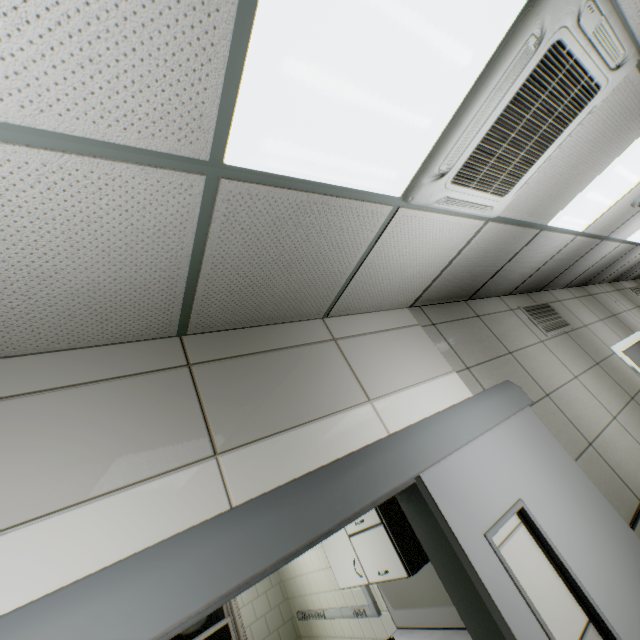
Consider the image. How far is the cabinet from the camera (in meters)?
2.57

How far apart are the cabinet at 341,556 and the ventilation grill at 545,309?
2.49m

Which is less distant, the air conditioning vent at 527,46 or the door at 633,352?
the air conditioning vent at 527,46

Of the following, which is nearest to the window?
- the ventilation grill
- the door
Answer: the ventilation grill

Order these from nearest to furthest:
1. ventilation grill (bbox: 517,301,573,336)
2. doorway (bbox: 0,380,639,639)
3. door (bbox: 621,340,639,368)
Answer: doorway (bbox: 0,380,639,639) → ventilation grill (bbox: 517,301,573,336) → door (bbox: 621,340,639,368)

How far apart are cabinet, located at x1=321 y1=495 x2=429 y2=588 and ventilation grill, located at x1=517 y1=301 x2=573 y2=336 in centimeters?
249cm

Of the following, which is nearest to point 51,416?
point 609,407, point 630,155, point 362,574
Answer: point 362,574

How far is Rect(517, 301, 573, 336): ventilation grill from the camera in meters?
4.0
